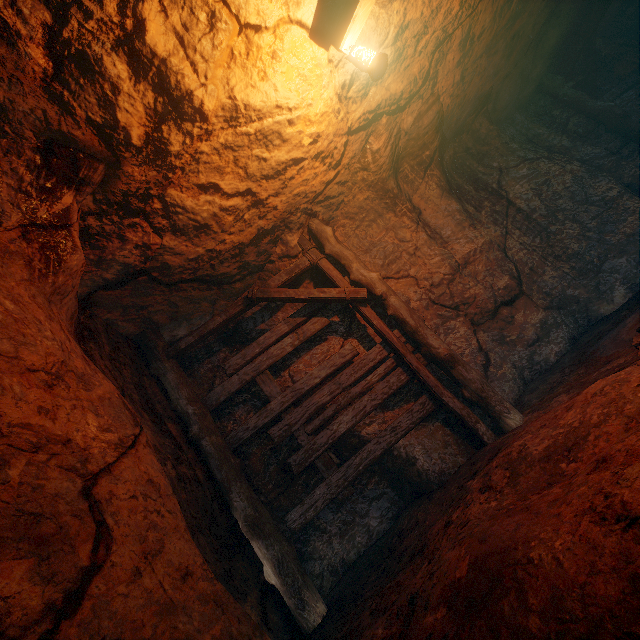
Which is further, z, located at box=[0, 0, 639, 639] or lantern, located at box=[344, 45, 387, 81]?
lantern, located at box=[344, 45, 387, 81]

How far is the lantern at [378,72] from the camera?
3.1 meters

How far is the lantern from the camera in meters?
3.1 m

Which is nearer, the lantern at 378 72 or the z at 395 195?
the z at 395 195

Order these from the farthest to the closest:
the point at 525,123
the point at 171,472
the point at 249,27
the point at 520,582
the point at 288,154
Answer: the point at 525,123, the point at 288,154, the point at 171,472, the point at 249,27, the point at 520,582
